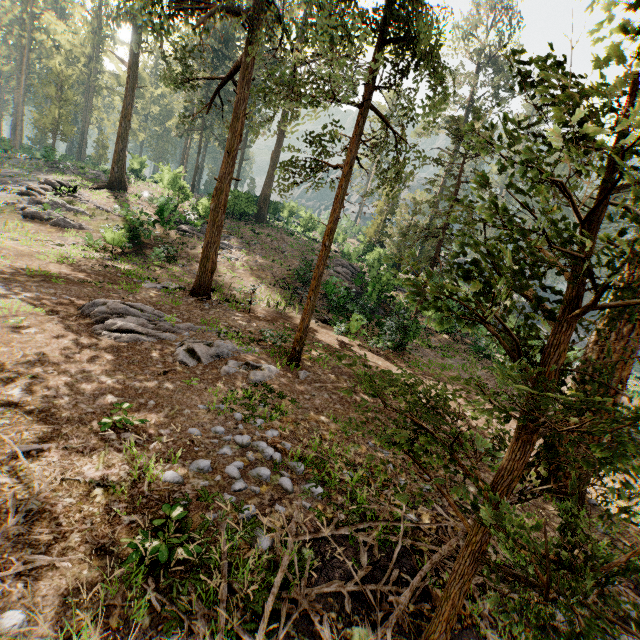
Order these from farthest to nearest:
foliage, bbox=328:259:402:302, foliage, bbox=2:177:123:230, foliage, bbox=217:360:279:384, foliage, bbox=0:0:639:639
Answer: foliage, bbox=328:259:402:302, foliage, bbox=2:177:123:230, foliage, bbox=217:360:279:384, foliage, bbox=0:0:639:639

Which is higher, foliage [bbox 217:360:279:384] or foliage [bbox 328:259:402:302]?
foliage [bbox 328:259:402:302]

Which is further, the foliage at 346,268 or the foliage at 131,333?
the foliage at 346,268

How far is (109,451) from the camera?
4.8 meters

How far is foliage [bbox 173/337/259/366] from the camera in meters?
8.4 m
